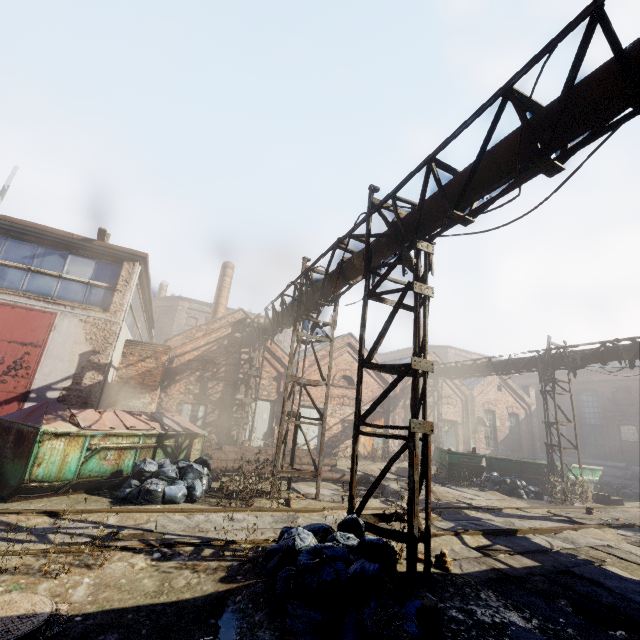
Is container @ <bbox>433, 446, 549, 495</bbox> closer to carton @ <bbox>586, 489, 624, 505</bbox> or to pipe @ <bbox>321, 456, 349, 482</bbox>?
carton @ <bbox>586, 489, 624, 505</bbox>

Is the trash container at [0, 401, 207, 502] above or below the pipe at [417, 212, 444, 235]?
below

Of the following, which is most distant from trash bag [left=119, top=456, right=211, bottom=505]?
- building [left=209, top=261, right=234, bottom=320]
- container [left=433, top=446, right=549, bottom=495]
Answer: building [left=209, top=261, right=234, bottom=320]

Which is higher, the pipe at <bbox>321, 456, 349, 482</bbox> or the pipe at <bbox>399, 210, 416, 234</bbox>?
→ the pipe at <bbox>399, 210, 416, 234</bbox>

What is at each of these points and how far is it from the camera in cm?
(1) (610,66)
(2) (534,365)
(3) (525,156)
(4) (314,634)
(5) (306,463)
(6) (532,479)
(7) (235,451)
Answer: (1) pipe, 344
(2) pipe, 1565
(3) pipe, 435
(4) trash bag, 311
(5) pipe, 1272
(6) container, 1480
(7) pipe, 1222

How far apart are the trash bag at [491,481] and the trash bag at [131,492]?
11.49m

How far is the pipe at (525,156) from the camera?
4.2m

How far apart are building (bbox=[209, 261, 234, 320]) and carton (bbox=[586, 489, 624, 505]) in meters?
22.4
